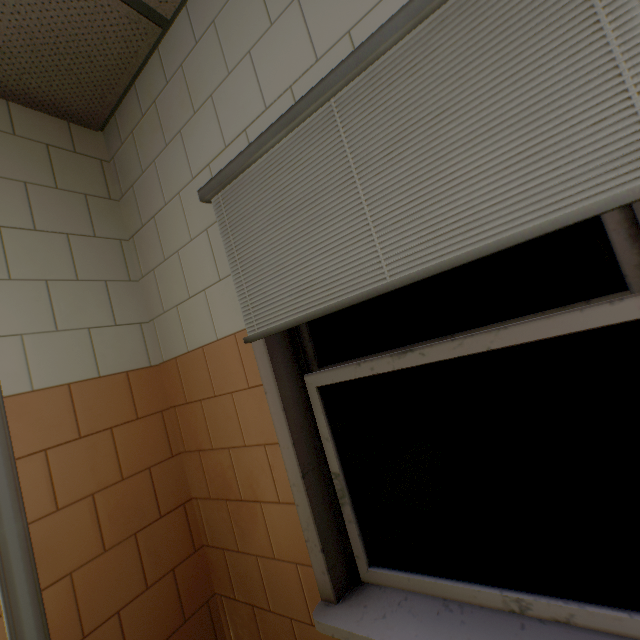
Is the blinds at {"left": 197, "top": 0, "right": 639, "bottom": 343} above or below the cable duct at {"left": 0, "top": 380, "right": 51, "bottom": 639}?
above

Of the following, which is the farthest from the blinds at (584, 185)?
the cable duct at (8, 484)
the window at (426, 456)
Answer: the cable duct at (8, 484)

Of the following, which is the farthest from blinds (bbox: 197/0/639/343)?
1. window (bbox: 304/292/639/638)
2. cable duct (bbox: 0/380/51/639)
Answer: cable duct (bbox: 0/380/51/639)

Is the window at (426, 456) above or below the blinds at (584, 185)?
below

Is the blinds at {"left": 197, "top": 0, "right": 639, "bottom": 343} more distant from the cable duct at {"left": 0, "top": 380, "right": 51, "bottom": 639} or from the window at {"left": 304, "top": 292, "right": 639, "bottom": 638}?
the cable duct at {"left": 0, "top": 380, "right": 51, "bottom": 639}

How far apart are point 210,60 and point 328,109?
0.8 meters
